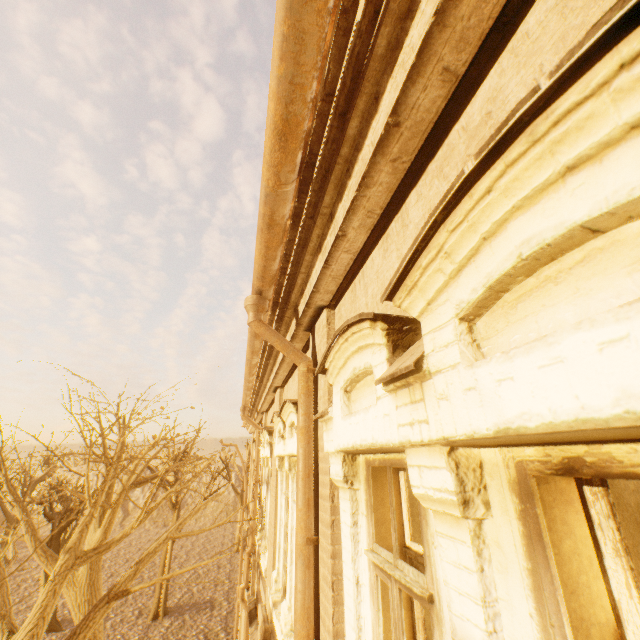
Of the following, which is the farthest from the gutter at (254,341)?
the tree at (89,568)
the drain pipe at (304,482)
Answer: the tree at (89,568)

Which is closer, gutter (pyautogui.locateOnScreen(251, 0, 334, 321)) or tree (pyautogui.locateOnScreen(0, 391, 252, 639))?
gutter (pyautogui.locateOnScreen(251, 0, 334, 321))

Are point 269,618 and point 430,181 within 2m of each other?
no

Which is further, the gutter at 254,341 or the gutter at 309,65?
the gutter at 254,341

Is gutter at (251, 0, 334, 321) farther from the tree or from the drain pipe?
the tree

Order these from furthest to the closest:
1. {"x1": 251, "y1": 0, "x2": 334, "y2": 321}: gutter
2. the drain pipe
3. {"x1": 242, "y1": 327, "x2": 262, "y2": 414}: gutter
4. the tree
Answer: the tree
{"x1": 242, "y1": 327, "x2": 262, "y2": 414}: gutter
the drain pipe
{"x1": 251, "y1": 0, "x2": 334, "y2": 321}: gutter

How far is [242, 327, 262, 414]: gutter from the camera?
4.7 meters
